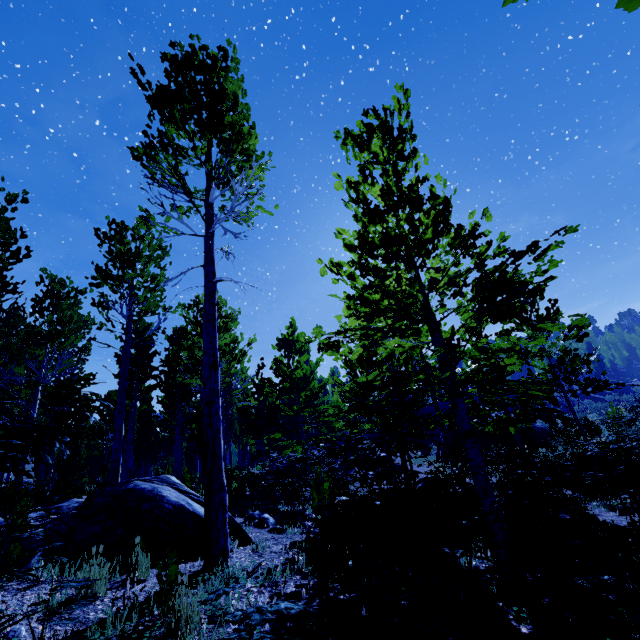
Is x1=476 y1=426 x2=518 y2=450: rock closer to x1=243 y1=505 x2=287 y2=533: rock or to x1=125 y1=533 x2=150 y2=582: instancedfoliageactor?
x1=125 y1=533 x2=150 y2=582: instancedfoliageactor

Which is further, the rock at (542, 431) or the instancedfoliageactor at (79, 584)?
the rock at (542, 431)

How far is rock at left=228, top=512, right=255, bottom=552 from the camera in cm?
475

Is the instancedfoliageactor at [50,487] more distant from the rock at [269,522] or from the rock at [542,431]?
the rock at [542,431]

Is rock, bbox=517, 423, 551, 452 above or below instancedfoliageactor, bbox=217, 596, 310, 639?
above

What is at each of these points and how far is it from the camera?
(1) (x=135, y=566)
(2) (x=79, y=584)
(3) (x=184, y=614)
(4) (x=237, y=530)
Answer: (1) instancedfoliageactor, 3.57m
(2) instancedfoliageactor, 2.07m
(3) instancedfoliageactor, 2.42m
(4) rock, 5.05m

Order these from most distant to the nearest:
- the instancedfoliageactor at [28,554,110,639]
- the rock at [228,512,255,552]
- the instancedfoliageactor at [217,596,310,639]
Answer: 1. the rock at [228,512,255,552]
2. the instancedfoliageactor at [28,554,110,639]
3. the instancedfoliageactor at [217,596,310,639]
